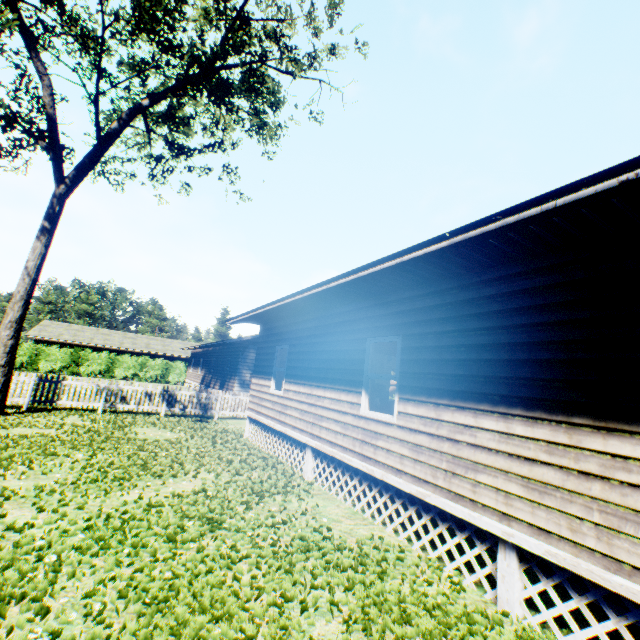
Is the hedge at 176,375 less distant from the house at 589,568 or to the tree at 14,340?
the house at 589,568

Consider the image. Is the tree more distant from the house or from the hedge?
the hedge

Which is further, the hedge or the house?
the hedge

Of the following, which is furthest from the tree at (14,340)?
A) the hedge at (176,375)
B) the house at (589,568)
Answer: the hedge at (176,375)

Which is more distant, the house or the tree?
the tree

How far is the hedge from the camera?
32.1 meters

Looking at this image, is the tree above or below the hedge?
above

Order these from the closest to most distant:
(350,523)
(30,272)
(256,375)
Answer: (350,523) < (30,272) < (256,375)
